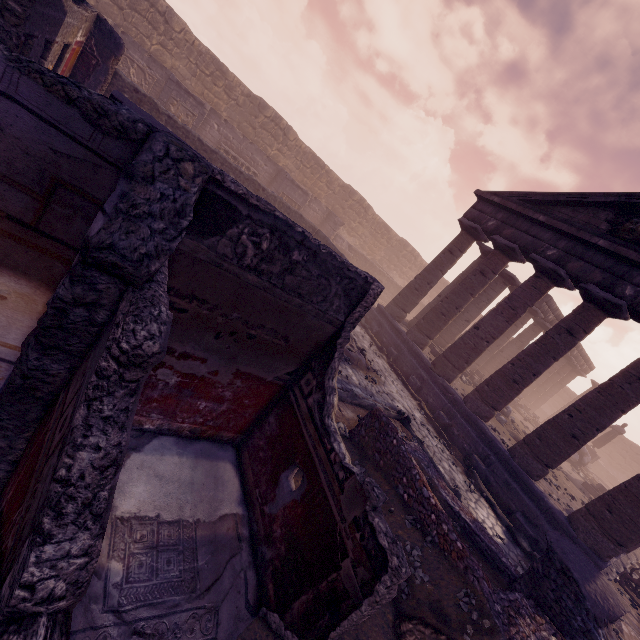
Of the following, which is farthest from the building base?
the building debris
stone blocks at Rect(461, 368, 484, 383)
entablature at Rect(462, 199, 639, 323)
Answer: the building debris

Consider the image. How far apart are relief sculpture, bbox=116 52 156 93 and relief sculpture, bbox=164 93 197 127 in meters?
1.8

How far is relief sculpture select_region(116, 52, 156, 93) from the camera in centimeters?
1478cm

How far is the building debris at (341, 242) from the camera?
22.41m

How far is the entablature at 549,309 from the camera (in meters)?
19.22

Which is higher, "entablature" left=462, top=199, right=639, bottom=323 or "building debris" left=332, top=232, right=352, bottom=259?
"entablature" left=462, top=199, right=639, bottom=323

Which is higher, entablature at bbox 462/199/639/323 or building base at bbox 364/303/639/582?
entablature at bbox 462/199/639/323

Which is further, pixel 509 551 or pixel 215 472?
pixel 509 551
